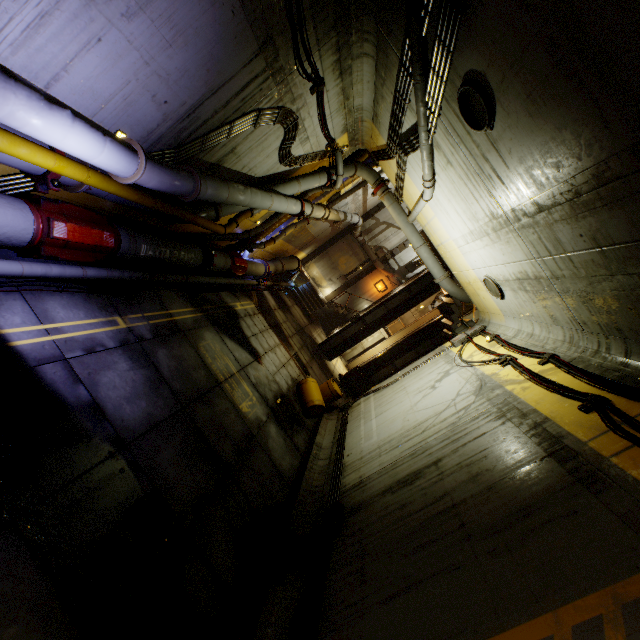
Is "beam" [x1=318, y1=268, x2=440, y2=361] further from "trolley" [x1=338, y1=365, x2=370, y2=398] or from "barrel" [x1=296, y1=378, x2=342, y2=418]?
"barrel" [x1=296, y1=378, x2=342, y2=418]

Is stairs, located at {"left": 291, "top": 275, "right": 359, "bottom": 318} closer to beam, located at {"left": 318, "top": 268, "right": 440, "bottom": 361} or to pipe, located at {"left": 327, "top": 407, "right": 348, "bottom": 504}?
beam, located at {"left": 318, "top": 268, "right": 440, "bottom": 361}

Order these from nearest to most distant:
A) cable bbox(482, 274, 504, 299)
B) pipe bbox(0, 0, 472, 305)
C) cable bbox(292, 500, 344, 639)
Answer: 1. pipe bbox(0, 0, 472, 305)
2. cable bbox(292, 500, 344, 639)
3. cable bbox(482, 274, 504, 299)

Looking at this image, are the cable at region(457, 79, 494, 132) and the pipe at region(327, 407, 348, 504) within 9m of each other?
yes

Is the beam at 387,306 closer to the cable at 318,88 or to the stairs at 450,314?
the stairs at 450,314

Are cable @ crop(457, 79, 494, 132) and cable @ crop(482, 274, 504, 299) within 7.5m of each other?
yes

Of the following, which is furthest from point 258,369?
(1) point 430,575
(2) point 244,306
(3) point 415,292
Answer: (3) point 415,292

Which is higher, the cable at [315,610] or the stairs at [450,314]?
the stairs at [450,314]
